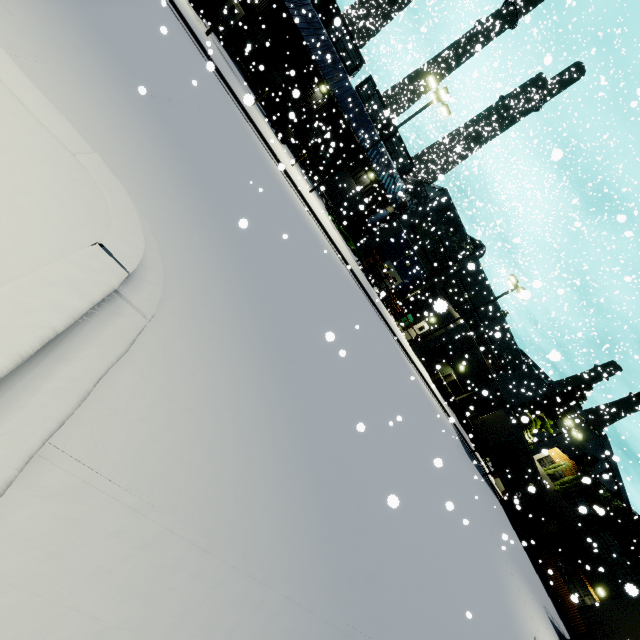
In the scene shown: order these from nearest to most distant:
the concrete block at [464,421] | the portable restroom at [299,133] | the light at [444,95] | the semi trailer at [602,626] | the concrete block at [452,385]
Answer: the semi trailer at [602,626]
the light at [444,95]
the portable restroom at [299,133]
the concrete block at [452,385]
the concrete block at [464,421]

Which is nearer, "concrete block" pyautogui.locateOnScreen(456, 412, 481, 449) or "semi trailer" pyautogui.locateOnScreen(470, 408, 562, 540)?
"semi trailer" pyautogui.locateOnScreen(470, 408, 562, 540)

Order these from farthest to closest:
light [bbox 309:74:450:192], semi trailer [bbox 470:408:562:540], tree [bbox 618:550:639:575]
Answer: tree [bbox 618:550:639:575]
semi trailer [bbox 470:408:562:540]
light [bbox 309:74:450:192]

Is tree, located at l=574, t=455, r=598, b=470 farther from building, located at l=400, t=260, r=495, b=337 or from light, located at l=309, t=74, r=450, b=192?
light, located at l=309, t=74, r=450, b=192

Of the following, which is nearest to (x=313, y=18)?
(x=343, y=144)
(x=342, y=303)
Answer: (x=343, y=144)

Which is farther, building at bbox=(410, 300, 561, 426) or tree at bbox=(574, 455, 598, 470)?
tree at bbox=(574, 455, 598, 470)

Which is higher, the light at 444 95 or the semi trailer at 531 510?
the light at 444 95

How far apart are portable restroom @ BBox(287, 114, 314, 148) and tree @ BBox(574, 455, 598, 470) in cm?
5454
